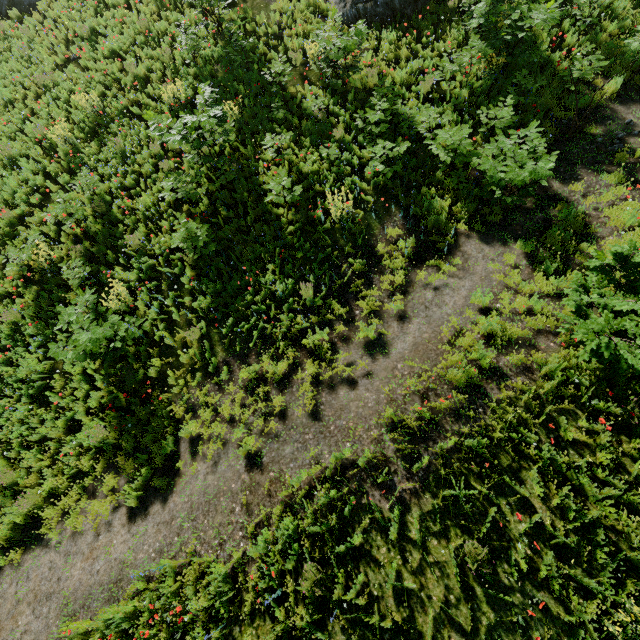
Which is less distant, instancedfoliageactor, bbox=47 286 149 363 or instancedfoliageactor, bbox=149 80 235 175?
instancedfoliageactor, bbox=47 286 149 363

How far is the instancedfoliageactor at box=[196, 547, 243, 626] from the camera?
5.02m

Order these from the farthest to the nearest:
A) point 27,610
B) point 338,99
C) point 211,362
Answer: point 338,99 → point 211,362 → point 27,610

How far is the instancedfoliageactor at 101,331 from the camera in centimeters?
693cm

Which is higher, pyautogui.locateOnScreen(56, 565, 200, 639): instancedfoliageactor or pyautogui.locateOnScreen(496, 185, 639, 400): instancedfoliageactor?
pyautogui.locateOnScreen(496, 185, 639, 400): instancedfoliageactor

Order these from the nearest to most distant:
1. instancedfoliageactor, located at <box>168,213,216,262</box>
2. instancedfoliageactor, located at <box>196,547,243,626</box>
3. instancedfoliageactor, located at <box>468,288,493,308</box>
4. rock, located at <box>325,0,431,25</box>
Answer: instancedfoliageactor, located at <box>196,547,243,626</box> → instancedfoliageactor, located at <box>468,288,493,308</box> → instancedfoliageactor, located at <box>168,213,216,262</box> → rock, located at <box>325,0,431,25</box>
